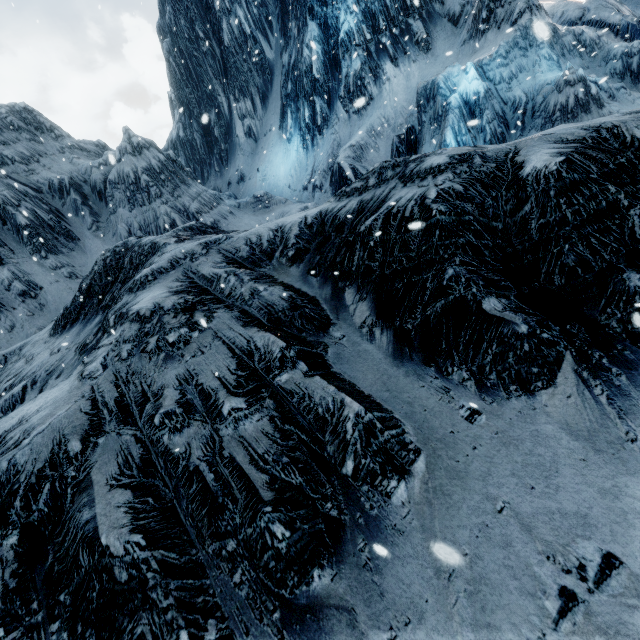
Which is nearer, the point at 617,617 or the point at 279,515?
the point at 617,617
